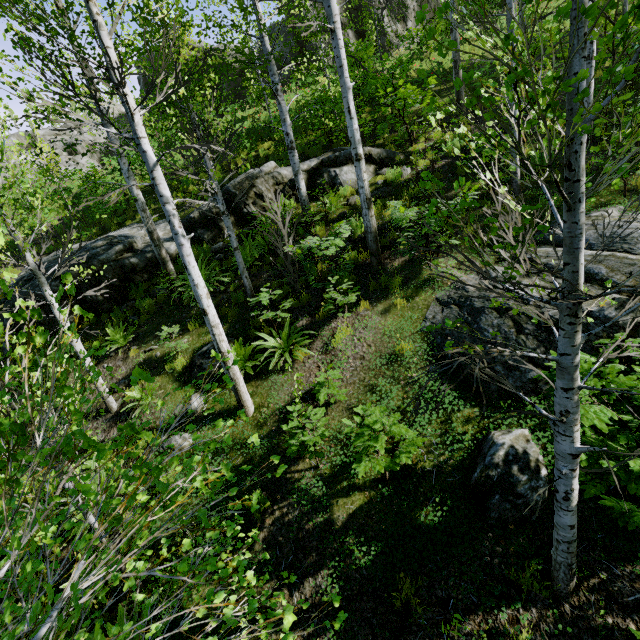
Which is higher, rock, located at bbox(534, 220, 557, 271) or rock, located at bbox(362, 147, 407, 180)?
rock, located at bbox(362, 147, 407, 180)

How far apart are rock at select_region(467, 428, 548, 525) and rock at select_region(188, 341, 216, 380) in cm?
522

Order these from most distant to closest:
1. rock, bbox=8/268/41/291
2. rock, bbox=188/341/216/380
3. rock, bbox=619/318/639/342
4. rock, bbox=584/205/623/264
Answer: rock, bbox=8/268/41/291
rock, bbox=188/341/216/380
rock, bbox=584/205/623/264
rock, bbox=619/318/639/342

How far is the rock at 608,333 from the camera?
4.3m

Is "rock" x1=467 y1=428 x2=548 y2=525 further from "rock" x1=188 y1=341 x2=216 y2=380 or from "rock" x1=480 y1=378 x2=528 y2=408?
"rock" x1=188 y1=341 x2=216 y2=380

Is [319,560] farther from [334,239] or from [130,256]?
[130,256]

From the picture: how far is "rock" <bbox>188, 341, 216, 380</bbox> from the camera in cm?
715

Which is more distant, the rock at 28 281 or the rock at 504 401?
the rock at 28 281
